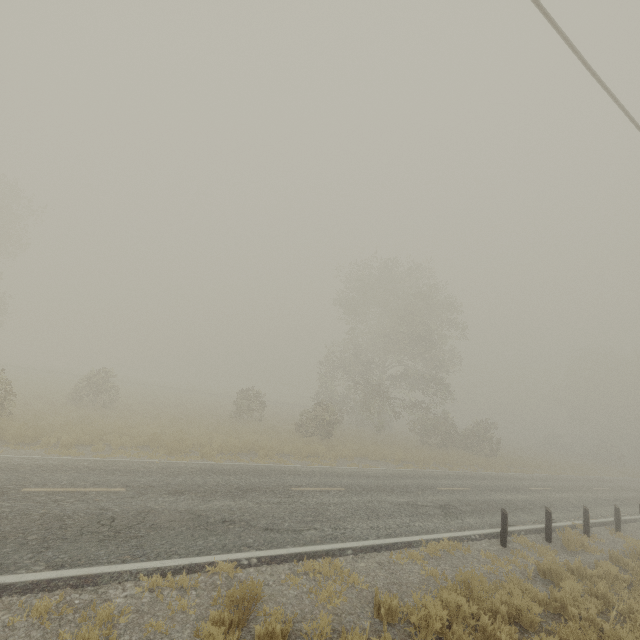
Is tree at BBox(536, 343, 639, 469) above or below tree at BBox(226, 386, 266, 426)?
above

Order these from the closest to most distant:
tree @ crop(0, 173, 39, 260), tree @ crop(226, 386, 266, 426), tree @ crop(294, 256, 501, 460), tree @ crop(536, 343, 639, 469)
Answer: tree @ crop(226, 386, 266, 426) < tree @ crop(294, 256, 501, 460) < tree @ crop(0, 173, 39, 260) < tree @ crop(536, 343, 639, 469)

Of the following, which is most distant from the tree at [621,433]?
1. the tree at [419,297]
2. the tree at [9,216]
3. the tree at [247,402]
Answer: the tree at [9,216]

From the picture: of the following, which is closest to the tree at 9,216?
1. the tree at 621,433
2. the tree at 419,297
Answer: the tree at 419,297

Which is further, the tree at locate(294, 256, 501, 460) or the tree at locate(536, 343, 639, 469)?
the tree at locate(536, 343, 639, 469)

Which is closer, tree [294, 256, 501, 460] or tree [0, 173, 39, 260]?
tree [294, 256, 501, 460]

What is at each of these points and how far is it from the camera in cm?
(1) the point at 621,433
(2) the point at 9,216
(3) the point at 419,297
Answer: (1) tree, 4684
(2) tree, 2895
(3) tree, 2873

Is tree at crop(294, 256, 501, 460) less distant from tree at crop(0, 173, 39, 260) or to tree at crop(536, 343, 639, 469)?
tree at crop(0, 173, 39, 260)
